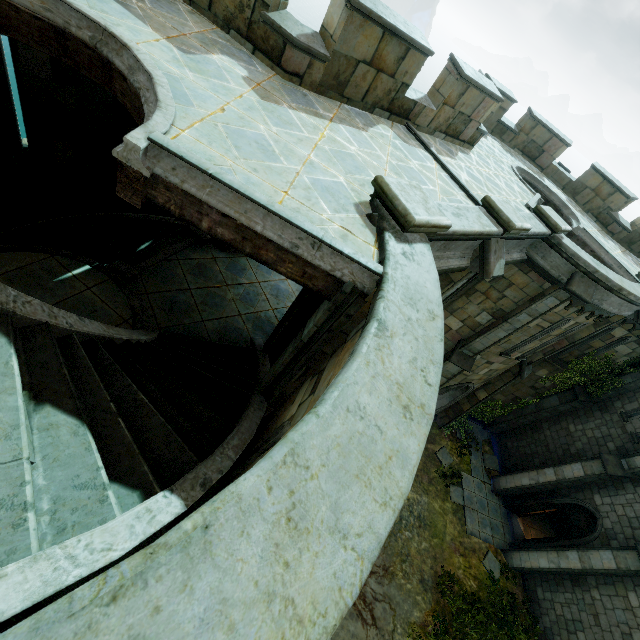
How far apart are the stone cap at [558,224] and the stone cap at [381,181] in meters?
5.6 m

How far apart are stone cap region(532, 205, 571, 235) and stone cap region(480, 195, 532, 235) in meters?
2.2 m

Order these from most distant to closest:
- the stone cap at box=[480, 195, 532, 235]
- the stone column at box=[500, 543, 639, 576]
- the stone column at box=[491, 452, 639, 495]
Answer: the stone column at box=[491, 452, 639, 495] < the stone column at box=[500, 543, 639, 576] < the stone cap at box=[480, 195, 532, 235]

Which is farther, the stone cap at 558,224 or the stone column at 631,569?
the stone column at 631,569

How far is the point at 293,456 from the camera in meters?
1.9

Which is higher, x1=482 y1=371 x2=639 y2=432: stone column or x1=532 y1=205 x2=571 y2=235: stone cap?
x1=532 y1=205 x2=571 y2=235: stone cap

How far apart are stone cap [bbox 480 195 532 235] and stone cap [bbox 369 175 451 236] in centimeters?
242cm

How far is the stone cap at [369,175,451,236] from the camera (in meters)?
4.11
